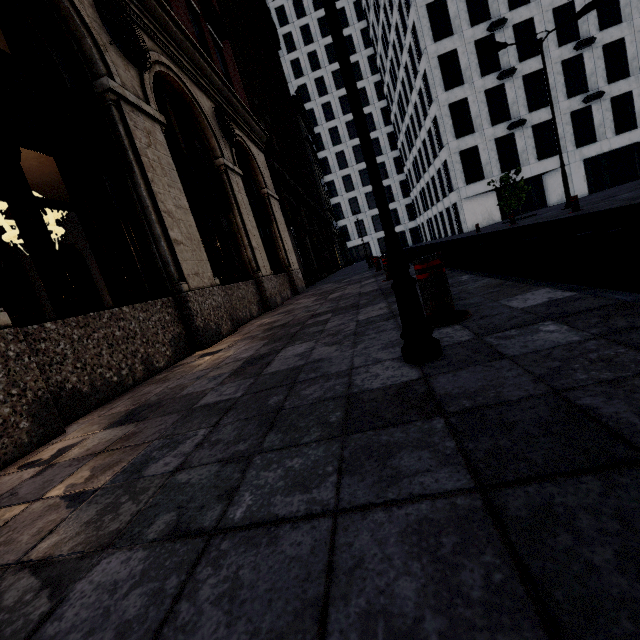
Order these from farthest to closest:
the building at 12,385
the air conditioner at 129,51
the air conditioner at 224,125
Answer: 1. the air conditioner at 224,125
2. the air conditioner at 129,51
3. the building at 12,385

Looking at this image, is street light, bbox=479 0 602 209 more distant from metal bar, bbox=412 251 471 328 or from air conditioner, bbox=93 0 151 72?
metal bar, bbox=412 251 471 328

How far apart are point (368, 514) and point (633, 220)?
7.0m

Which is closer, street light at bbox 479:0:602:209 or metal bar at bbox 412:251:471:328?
metal bar at bbox 412:251:471:328

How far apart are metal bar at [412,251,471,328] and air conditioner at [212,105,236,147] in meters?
8.3 m

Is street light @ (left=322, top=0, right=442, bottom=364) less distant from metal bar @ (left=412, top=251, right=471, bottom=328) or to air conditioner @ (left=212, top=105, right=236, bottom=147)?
metal bar @ (left=412, top=251, right=471, bottom=328)

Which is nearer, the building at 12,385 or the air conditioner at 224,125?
the building at 12,385

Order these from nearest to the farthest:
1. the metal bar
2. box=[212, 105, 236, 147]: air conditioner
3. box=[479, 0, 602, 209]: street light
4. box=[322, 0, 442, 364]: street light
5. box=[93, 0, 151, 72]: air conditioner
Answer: box=[322, 0, 442, 364]: street light < the metal bar < box=[93, 0, 151, 72]: air conditioner < box=[212, 105, 236, 147]: air conditioner < box=[479, 0, 602, 209]: street light
